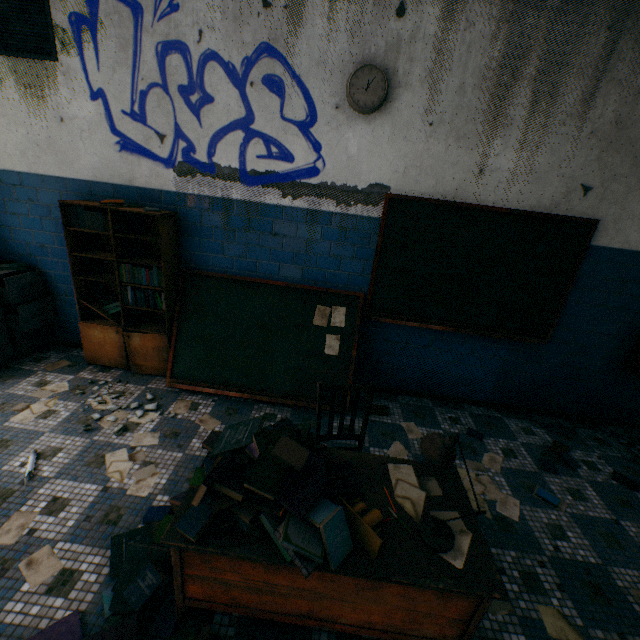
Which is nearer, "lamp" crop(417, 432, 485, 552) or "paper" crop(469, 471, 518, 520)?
"lamp" crop(417, 432, 485, 552)

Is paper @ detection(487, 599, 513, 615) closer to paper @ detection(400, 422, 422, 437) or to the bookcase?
paper @ detection(400, 422, 422, 437)

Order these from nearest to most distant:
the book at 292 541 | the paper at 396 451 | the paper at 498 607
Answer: the book at 292 541, the paper at 498 607, the paper at 396 451

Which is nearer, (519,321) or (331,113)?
(331,113)

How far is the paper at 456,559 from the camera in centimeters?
146cm

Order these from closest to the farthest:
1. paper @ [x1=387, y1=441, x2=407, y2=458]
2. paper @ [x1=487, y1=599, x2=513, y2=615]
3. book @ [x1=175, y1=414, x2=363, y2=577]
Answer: book @ [x1=175, y1=414, x2=363, y2=577] < paper @ [x1=487, y1=599, x2=513, y2=615] < paper @ [x1=387, y1=441, x2=407, y2=458]

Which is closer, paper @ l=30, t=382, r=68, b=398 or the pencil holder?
the pencil holder

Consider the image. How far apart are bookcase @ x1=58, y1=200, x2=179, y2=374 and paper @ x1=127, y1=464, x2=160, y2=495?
0.9 meters
